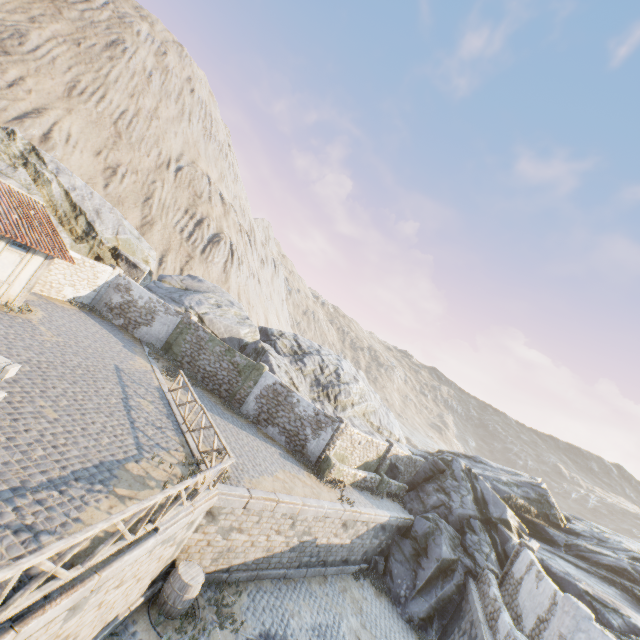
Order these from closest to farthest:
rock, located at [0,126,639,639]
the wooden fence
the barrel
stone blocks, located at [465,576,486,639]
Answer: the wooden fence
the barrel
stone blocks, located at [465,576,486,639]
rock, located at [0,126,639,639]

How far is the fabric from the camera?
8.40m

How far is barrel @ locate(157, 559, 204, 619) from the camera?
9.4 meters

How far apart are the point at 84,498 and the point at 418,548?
18.29m

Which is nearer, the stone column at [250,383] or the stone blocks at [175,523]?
the stone blocks at [175,523]

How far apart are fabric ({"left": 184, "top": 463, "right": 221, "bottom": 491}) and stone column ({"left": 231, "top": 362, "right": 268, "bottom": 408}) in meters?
9.9

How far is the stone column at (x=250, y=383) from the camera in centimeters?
1962cm

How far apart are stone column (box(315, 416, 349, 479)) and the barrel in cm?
798
